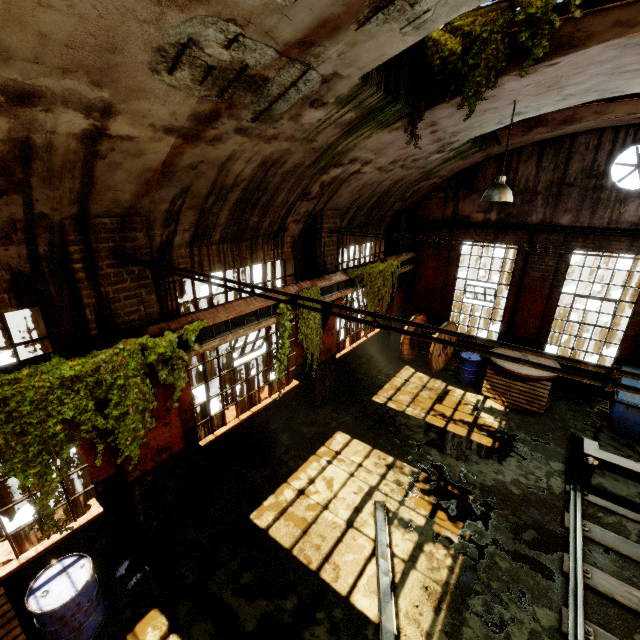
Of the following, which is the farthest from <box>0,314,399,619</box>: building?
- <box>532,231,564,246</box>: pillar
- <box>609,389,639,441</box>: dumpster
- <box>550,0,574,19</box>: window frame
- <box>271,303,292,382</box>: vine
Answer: <box>609,389,639,441</box>: dumpster

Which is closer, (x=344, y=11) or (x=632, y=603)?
(x=344, y=11)

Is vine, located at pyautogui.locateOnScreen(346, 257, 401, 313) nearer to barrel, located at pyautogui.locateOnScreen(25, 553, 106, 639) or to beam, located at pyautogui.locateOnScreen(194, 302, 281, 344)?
beam, located at pyautogui.locateOnScreen(194, 302, 281, 344)

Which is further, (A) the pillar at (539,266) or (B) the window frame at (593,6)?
(A) the pillar at (539,266)

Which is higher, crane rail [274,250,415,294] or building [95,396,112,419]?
crane rail [274,250,415,294]

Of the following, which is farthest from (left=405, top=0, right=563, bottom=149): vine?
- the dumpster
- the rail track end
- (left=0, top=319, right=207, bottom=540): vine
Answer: the rail track end

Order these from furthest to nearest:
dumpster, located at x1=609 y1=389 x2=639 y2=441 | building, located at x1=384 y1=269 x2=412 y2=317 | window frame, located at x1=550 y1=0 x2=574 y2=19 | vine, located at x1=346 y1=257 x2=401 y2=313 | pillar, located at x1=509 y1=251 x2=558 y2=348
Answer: building, located at x1=384 y1=269 x2=412 y2=317 → pillar, located at x1=509 y1=251 x2=558 y2=348 → vine, located at x1=346 y1=257 x2=401 y2=313 → dumpster, located at x1=609 y1=389 x2=639 y2=441 → window frame, located at x1=550 y1=0 x2=574 y2=19

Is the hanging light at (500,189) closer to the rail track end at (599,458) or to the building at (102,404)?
the building at (102,404)
